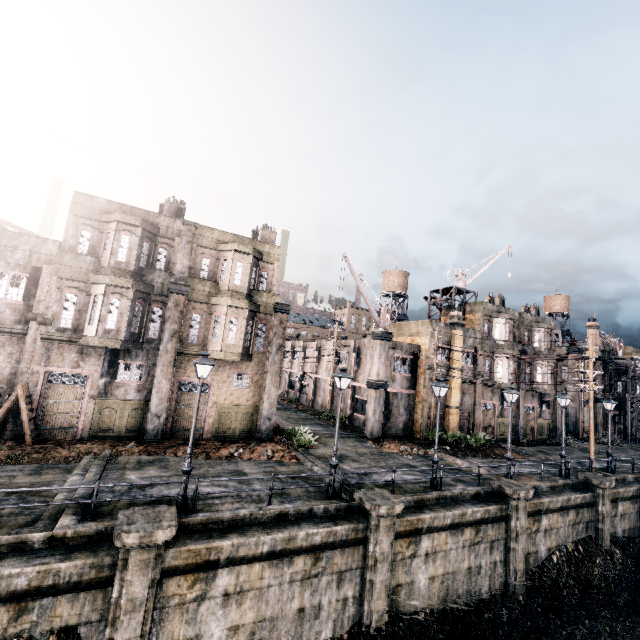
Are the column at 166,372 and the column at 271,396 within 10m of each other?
yes

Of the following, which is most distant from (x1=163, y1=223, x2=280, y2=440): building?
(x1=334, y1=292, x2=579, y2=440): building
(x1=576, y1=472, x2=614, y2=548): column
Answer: (x1=576, y1=472, x2=614, y2=548): column

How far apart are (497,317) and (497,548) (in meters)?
22.91

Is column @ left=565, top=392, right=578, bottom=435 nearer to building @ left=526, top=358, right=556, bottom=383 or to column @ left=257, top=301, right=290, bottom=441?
building @ left=526, top=358, right=556, bottom=383

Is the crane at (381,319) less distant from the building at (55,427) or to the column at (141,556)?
the building at (55,427)

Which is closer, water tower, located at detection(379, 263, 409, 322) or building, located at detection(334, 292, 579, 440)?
building, located at detection(334, 292, 579, 440)

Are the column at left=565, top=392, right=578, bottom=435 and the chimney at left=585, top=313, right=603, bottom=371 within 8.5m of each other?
yes

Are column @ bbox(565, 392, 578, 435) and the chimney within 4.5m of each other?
yes
